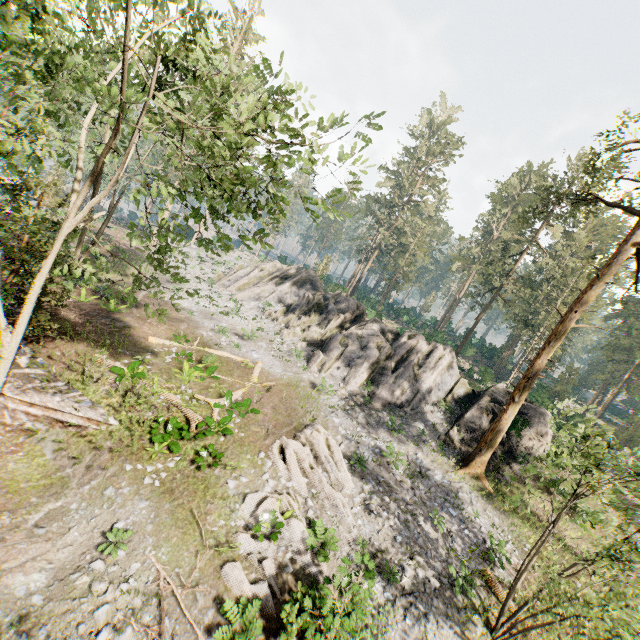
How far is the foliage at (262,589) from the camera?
10.6m

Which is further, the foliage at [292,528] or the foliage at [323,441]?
the foliage at [323,441]

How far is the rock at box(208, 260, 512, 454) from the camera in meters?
23.4

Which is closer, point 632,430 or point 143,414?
point 143,414

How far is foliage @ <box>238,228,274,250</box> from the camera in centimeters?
985cm

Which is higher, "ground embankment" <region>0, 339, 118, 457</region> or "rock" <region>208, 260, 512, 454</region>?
"rock" <region>208, 260, 512, 454</region>

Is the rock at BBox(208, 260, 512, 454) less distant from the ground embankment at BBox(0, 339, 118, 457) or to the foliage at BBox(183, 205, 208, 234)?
the foliage at BBox(183, 205, 208, 234)
